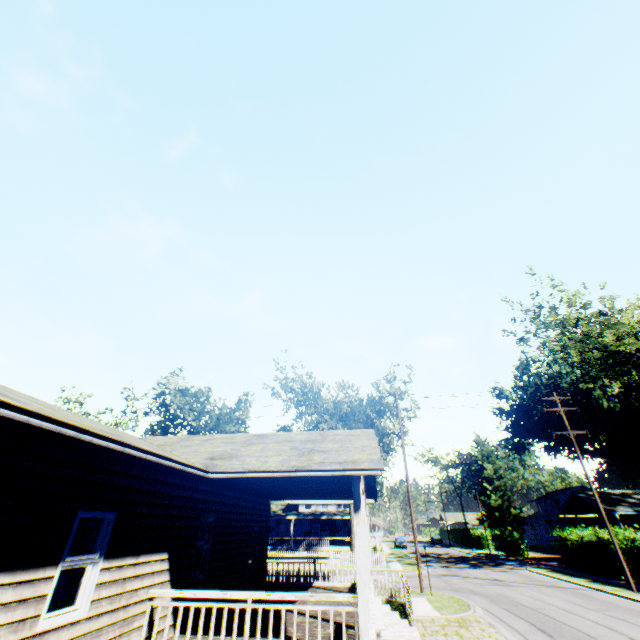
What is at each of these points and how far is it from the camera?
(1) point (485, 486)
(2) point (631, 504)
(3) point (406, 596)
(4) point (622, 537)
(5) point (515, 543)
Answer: (1) plant, 57.9 meters
(2) house, 32.8 meters
(3) fence, 14.5 meters
(4) hedge, 22.0 meters
(5) hedge, 39.5 meters

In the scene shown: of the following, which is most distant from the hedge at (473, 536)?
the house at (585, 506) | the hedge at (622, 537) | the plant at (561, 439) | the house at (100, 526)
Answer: the house at (100, 526)

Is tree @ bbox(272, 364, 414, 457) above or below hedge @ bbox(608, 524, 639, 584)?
above

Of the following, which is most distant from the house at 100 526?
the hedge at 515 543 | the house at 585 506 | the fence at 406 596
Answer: the hedge at 515 543

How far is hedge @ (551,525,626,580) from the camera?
23.2 meters

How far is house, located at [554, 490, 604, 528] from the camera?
35.1m

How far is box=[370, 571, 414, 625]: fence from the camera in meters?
13.1

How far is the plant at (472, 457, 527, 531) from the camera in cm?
5361
